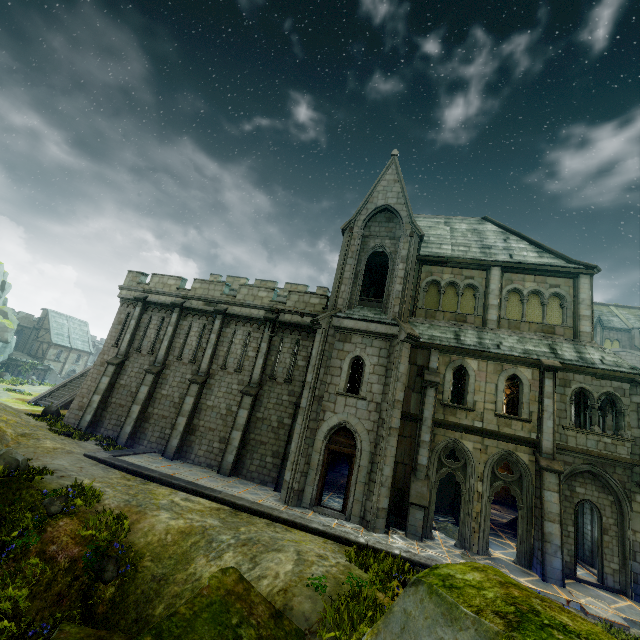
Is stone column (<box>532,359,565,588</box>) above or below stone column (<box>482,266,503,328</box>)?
below

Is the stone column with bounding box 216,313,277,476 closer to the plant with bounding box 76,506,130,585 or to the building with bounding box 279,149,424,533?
the building with bounding box 279,149,424,533

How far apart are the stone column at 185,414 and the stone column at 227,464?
2.5 meters

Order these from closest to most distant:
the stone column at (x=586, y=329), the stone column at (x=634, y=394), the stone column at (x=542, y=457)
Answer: the stone column at (x=542, y=457), the stone column at (x=634, y=394), the stone column at (x=586, y=329)

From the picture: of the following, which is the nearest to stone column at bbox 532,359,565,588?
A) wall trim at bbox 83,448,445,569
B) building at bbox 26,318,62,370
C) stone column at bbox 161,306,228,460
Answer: wall trim at bbox 83,448,445,569

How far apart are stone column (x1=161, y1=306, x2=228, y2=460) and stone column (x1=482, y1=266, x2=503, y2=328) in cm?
1485

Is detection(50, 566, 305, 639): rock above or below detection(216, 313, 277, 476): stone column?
below

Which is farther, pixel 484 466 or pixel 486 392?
pixel 486 392
